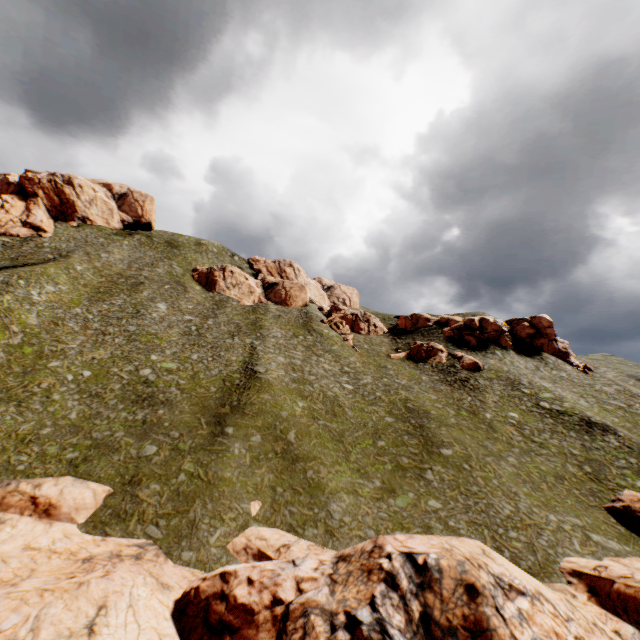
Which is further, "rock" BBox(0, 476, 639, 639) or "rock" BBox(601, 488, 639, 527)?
"rock" BBox(601, 488, 639, 527)

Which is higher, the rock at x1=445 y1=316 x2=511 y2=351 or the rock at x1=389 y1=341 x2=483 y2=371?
the rock at x1=445 y1=316 x2=511 y2=351

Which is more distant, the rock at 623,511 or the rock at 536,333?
the rock at 536,333

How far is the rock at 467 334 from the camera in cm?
5628

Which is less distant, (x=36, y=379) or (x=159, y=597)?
(x=159, y=597)

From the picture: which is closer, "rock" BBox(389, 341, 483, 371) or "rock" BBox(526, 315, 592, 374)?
"rock" BBox(389, 341, 483, 371)

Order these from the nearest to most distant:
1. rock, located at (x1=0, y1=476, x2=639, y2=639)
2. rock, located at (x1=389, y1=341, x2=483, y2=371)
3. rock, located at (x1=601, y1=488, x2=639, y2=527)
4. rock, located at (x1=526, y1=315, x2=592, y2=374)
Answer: rock, located at (x1=0, y1=476, x2=639, y2=639), rock, located at (x1=601, y1=488, x2=639, y2=527), rock, located at (x1=389, y1=341, x2=483, y2=371), rock, located at (x1=526, y1=315, x2=592, y2=374)

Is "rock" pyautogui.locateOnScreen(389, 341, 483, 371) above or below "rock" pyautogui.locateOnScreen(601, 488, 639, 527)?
above
